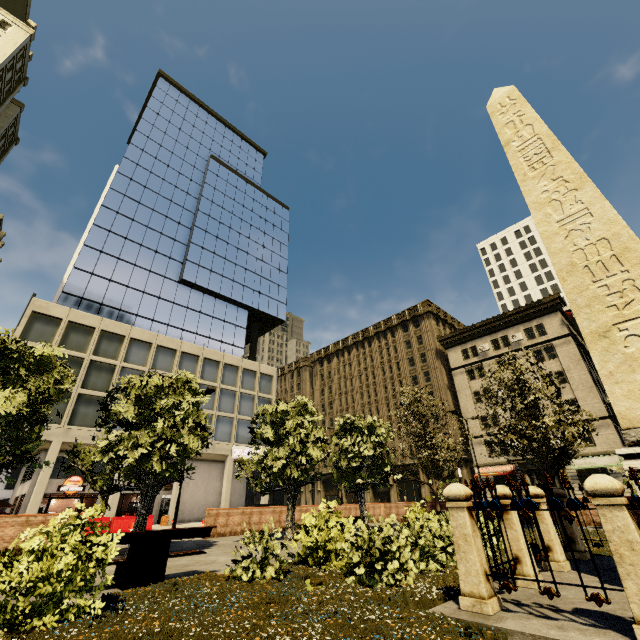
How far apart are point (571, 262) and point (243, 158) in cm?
6233

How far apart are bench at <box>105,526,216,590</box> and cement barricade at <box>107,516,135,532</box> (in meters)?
19.01

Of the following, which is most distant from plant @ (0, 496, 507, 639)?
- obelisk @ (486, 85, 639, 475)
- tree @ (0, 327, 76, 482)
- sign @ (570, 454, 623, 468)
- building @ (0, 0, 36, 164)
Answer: sign @ (570, 454, 623, 468)

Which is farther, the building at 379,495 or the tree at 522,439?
the building at 379,495

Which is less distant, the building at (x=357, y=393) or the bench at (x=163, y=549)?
the bench at (x=163, y=549)

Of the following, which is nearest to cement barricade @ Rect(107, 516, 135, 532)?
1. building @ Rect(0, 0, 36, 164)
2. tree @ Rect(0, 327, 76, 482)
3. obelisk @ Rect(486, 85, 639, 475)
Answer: building @ Rect(0, 0, 36, 164)

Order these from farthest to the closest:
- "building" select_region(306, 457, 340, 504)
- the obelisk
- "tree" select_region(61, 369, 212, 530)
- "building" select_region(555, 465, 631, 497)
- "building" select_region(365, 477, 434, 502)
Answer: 1. "building" select_region(306, 457, 340, 504)
2. "building" select_region(365, 477, 434, 502)
3. "building" select_region(555, 465, 631, 497)
4. "tree" select_region(61, 369, 212, 530)
5. the obelisk

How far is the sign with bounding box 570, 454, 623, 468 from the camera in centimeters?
2971cm
